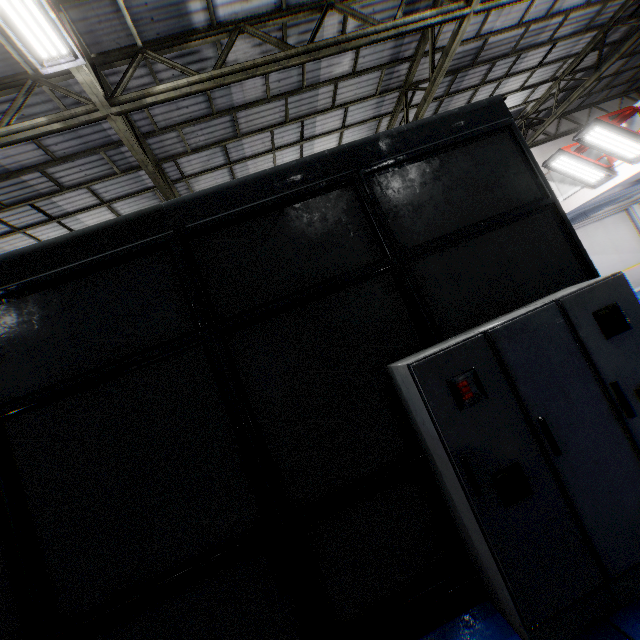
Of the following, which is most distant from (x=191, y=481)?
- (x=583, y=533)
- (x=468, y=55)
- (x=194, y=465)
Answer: (x=468, y=55)

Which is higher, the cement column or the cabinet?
the cement column

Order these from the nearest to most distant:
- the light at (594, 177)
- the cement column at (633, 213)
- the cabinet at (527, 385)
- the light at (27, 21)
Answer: the cabinet at (527, 385), the light at (27, 21), the light at (594, 177), the cement column at (633, 213)

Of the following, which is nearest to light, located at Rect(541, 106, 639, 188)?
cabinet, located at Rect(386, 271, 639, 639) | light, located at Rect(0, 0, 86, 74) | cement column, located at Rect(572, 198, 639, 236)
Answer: cement column, located at Rect(572, 198, 639, 236)

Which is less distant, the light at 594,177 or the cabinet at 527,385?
the cabinet at 527,385

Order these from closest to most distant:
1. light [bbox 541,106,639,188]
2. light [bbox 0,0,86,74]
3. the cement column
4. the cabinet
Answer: the cabinet → light [bbox 0,0,86,74] → light [bbox 541,106,639,188] → the cement column

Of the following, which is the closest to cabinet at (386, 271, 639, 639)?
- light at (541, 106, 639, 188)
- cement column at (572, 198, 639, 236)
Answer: light at (541, 106, 639, 188)

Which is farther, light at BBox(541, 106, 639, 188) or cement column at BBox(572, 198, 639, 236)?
cement column at BBox(572, 198, 639, 236)
